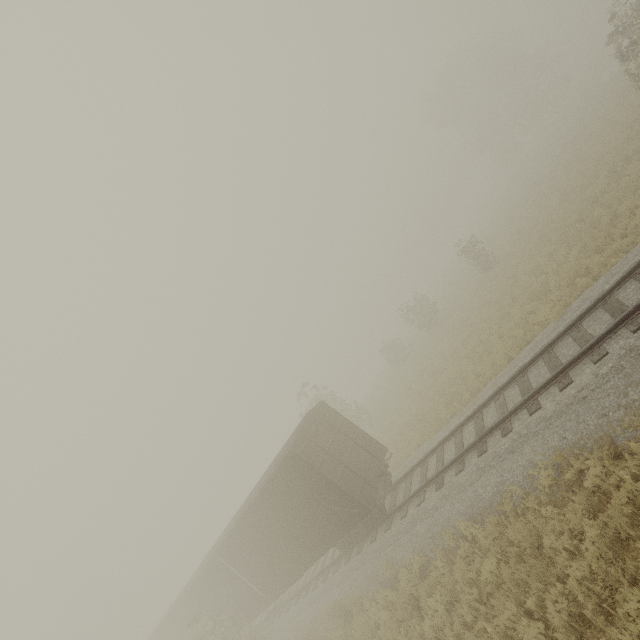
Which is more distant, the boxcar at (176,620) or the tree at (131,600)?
the tree at (131,600)

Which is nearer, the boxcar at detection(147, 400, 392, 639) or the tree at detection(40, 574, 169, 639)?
the boxcar at detection(147, 400, 392, 639)

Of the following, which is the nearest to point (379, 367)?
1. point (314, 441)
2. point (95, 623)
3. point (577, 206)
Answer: point (577, 206)

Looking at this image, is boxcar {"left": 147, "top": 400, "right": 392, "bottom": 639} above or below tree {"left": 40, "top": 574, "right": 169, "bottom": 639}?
below

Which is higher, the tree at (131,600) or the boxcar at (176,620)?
the tree at (131,600)
